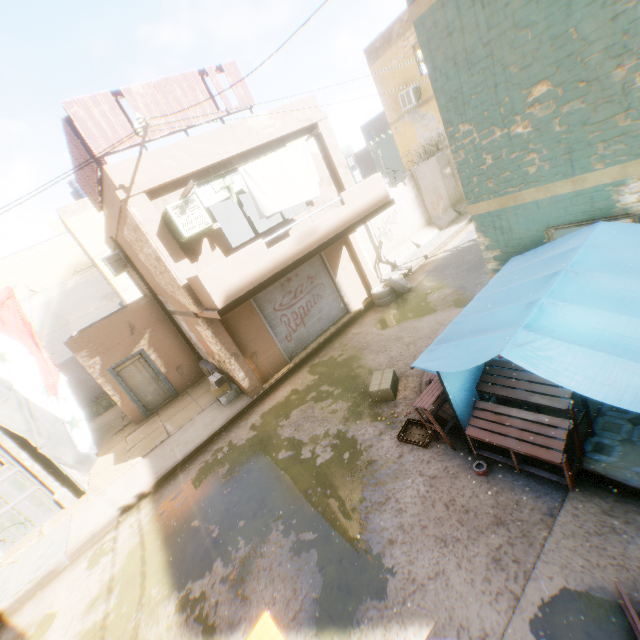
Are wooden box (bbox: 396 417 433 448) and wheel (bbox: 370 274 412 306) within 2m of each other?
no

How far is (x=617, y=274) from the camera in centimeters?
364cm

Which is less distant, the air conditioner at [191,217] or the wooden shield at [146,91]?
the wooden shield at [146,91]

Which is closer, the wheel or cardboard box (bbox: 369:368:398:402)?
cardboard box (bbox: 369:368:398:402)

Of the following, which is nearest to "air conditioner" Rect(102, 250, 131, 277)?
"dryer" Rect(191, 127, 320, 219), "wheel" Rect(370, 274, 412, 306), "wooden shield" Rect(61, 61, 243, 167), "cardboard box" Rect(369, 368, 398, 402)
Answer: "dryer" Rect(191, 127, 320, 219)

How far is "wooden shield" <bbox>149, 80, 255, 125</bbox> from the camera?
8.0 meters

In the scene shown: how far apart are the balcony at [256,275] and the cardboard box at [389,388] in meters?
3.2

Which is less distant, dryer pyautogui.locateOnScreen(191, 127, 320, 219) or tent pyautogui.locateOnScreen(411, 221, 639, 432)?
tent pyautogui.locateOnScreen(411, 221, 639, 432)
